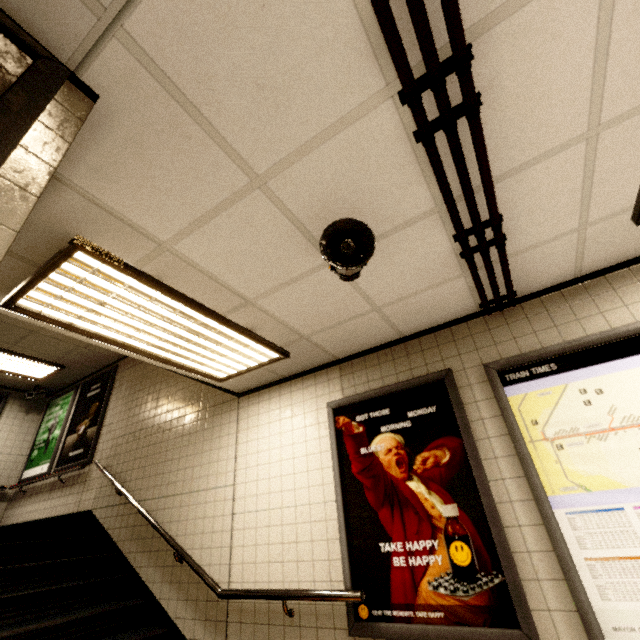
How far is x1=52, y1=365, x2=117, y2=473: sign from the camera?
5.63m

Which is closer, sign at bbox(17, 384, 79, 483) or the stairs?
the stairs

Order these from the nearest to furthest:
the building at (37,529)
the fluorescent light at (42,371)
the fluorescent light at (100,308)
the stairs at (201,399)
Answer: the fluorescent light at (100,308) → the stairs at (201,399) → the building at (37,529) → the fluorescent light at (42,371)

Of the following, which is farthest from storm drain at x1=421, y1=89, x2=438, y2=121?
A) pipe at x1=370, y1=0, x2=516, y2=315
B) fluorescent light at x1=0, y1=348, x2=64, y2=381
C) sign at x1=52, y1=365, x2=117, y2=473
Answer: fluorescent light at x1=0, y1=348, x2=64, y2=381

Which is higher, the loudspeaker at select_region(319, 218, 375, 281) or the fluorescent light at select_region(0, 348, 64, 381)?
the fluorescent light at select_region(0, 348, 64, 381)

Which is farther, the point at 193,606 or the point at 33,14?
the point at 193,606

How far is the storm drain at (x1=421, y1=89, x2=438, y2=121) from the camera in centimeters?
137cm

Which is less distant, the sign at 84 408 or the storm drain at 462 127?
the storm drain at 462 127
